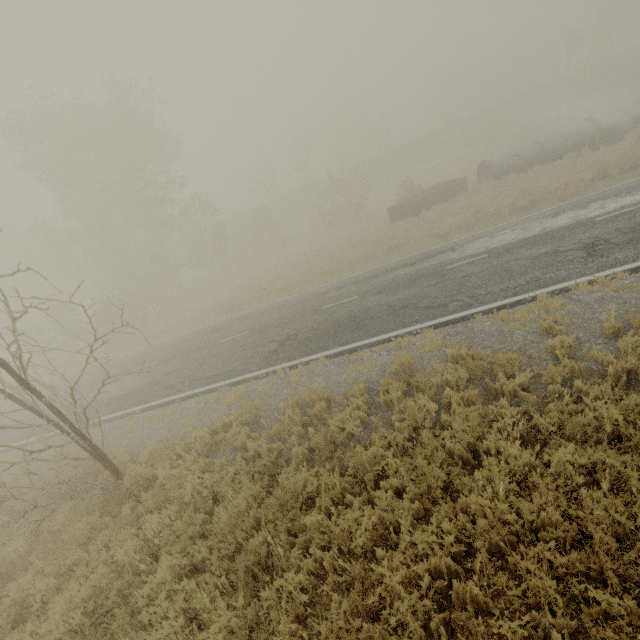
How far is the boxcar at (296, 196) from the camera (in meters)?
50.59

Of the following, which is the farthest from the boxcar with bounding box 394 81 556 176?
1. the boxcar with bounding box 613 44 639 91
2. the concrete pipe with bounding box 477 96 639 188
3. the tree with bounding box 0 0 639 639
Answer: the concrete pipe with bounding box 477 96 639 188

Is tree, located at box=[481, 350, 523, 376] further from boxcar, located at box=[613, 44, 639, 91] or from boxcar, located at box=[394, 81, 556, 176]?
boxcar, located at box=[613, 44, 639, 91]

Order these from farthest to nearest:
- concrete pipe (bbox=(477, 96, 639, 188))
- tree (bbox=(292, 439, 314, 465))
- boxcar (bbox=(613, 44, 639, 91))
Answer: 1. boxcar (bbox=(613, 44, 639, 91))
2. concrete pipe (bbox=(477, 96, 639, 188))
3. tree (bbox=(292, 439, 314, 465))

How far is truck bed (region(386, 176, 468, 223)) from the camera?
22.9 meters

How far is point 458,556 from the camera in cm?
418

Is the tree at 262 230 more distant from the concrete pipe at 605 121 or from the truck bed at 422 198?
the concrete pipe at 605 121

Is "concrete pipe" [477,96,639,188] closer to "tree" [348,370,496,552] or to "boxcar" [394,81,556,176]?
"tree" [348,370,496,552]
